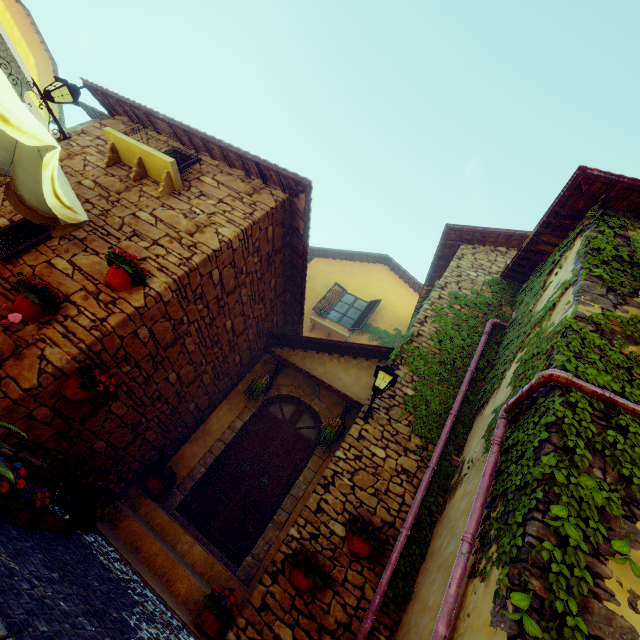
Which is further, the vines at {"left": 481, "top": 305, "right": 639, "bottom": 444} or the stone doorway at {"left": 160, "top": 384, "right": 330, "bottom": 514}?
the stone doorway at {"left": 160, "top": 384, "right": 330, "bottom": 514}

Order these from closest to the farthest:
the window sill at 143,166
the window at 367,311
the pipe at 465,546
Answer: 1. the pipe at 465,546
2. the window sill at 143,166
3. the window at 367,311

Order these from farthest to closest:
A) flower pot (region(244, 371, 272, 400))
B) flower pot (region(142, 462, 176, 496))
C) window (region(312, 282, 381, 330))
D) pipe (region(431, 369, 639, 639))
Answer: window (region(312, 282, 381, 330)) → flower pot (region(244, 371, 272, 400)) → flower pot (region(142, 462, 176, 496)) → pipe (region(431, 369, 639, 639))

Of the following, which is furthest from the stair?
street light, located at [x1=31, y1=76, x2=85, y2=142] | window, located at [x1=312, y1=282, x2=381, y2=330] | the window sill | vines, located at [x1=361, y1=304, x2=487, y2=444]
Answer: window, located at [x1=312, y1=282, x2=381, y2=330]

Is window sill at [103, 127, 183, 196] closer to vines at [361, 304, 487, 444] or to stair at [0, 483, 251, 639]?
stair at [0, 483, 251, 639]

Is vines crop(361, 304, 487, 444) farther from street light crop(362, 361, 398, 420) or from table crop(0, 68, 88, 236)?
table crop(0, 68, 88, 236)

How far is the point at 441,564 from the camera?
3.5m

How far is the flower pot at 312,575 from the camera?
4.0m
